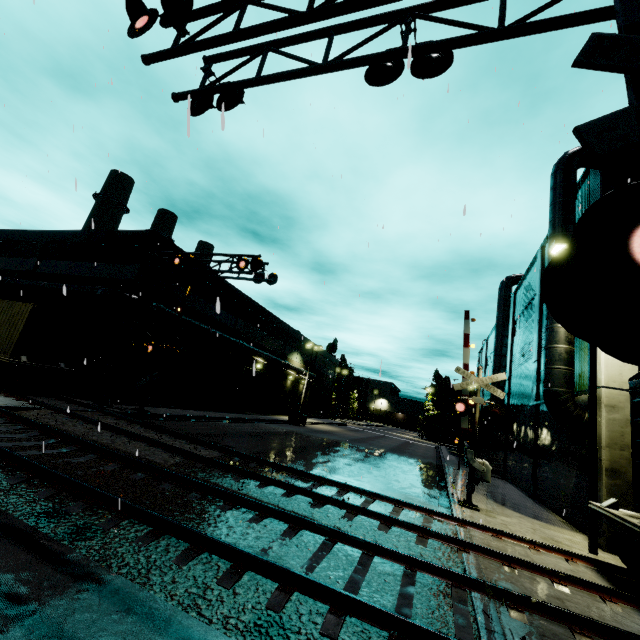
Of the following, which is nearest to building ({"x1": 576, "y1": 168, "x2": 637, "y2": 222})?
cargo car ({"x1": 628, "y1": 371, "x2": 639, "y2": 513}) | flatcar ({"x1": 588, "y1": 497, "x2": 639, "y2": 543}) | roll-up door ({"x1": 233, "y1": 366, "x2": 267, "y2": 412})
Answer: roll-up door ({"x1": 233, "y1": 366, "x2": 267, "y2": 412})

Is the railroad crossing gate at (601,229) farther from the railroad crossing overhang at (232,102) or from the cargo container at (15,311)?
the cargo container at (15,311)

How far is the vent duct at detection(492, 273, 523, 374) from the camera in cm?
2505

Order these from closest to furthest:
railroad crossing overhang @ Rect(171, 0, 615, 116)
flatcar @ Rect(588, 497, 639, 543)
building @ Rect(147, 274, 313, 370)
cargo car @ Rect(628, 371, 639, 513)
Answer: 1. railroad crossing overhang @ Rect(171, 0, 615, 116)
2. flatcar @ Rect(588, 497, 639, 543)
3. cargo car @ Rect(628, 371, 639, 513)
4. building @ Rect(147, 274, 313, 370)

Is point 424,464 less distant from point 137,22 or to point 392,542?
point 392,542

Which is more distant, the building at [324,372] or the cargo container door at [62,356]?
the building at [324,372]

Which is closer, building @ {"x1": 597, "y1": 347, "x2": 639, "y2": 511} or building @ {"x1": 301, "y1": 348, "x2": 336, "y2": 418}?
building @ {"x1": 597, "y1": 347, "x2": 639, "y2": 511}

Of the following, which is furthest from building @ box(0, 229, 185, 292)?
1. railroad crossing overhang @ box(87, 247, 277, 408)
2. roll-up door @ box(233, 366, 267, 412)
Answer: railroad crossing overhang @ box(87, 247, 277, 408)
